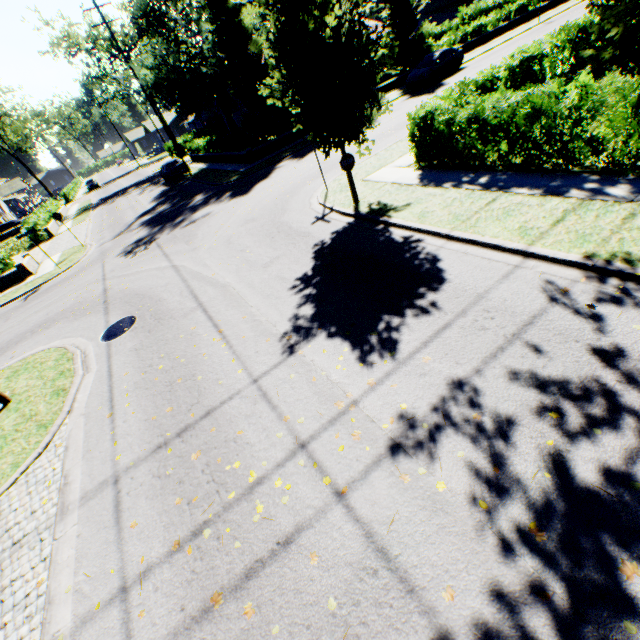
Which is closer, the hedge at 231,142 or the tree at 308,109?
the tree at 308,109

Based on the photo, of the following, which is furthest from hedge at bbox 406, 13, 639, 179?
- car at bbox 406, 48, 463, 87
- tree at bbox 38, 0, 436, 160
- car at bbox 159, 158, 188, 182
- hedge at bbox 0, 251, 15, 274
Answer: car at bbox 159, 158, 188, 182

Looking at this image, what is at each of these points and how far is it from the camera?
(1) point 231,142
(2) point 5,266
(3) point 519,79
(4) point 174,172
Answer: (1) hedge, 25.5m
(2) hedge, 19.0m
(3) hedge, 11.9m
(4) car, 29.1m

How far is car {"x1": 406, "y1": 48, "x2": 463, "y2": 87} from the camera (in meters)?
23.39

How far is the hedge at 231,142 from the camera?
24.0 meters

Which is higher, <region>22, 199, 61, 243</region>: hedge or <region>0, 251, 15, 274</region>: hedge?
<region>22, 199, 61, 243</region>: hedge

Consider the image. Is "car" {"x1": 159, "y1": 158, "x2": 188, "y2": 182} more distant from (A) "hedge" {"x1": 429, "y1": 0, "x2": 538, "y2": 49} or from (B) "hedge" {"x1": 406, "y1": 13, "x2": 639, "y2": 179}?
(B) "hedge" {"x1": 406, "y1": 13, "x2": 639, "y2": 179}

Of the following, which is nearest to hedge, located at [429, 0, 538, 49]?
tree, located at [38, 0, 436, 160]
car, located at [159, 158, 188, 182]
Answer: tree, located at [38, 0, 436, 160]
